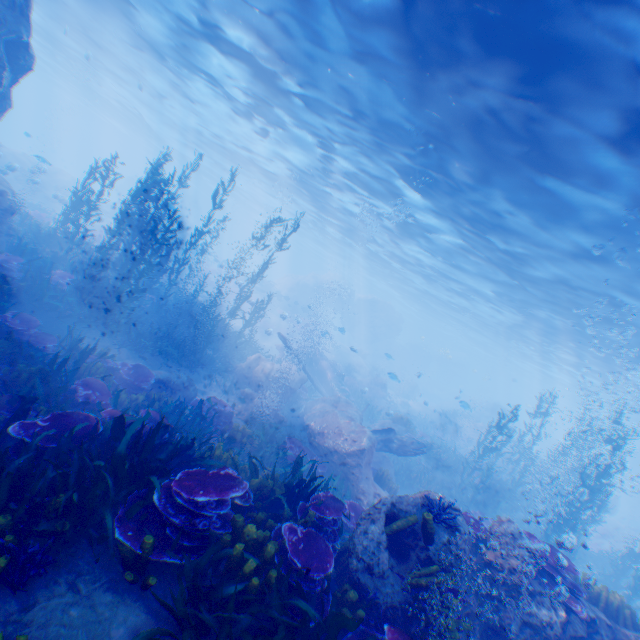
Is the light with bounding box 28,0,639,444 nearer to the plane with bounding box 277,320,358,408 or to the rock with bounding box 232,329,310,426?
the rock with bounding box 232,329,310,426

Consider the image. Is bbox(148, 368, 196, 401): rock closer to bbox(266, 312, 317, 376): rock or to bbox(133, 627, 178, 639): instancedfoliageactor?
bbox(133, 627, 178, 639): instancedfoliageactor

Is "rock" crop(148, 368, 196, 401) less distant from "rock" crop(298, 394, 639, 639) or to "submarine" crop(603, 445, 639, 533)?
"rock" crop(298, 394, 639, 639)

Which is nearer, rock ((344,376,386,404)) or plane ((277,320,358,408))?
plane ((277,320,358,408))

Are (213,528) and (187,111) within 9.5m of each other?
no

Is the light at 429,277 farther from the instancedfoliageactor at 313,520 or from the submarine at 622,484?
the instancedfoliageactor at 313,520

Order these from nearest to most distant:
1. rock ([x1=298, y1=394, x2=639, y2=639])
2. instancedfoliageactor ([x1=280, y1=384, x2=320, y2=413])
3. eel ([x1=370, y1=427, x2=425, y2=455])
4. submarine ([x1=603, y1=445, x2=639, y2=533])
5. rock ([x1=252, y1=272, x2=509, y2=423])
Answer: rock ([x1=298, y1=394, x2=639, y2=639])
eel ([x1=370, y1=427, x2=425, y2=455])
instancedfoliageactor ([x1=280, y1=384, x2=320, y2=413])
submarine ([x1=603, y1=445, x2=639, y2=533])
rock ([x1=252, y1=272, x2=509, y2=423])

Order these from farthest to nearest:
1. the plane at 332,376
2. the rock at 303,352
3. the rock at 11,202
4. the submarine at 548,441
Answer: the submarine at 548,441, the rock at 303,352, the plane at 332,376, the rock at 11,202
